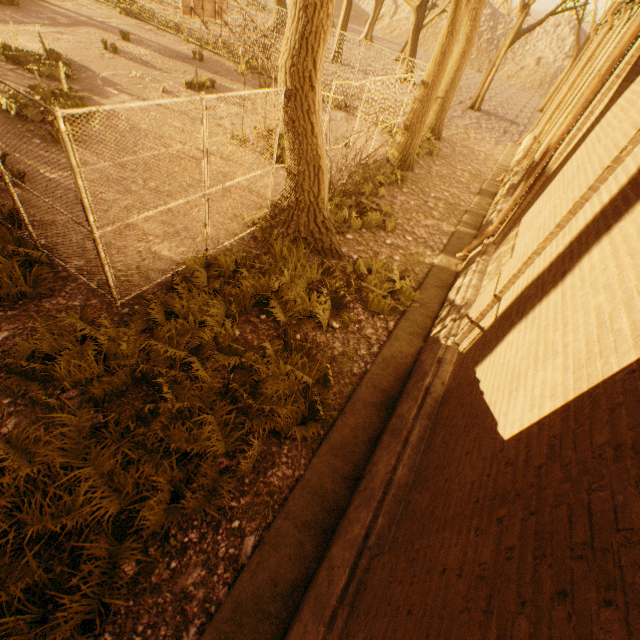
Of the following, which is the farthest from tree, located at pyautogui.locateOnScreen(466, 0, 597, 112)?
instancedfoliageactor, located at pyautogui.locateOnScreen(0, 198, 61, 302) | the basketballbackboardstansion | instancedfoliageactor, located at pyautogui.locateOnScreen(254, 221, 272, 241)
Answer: the basketballbackboardstansion

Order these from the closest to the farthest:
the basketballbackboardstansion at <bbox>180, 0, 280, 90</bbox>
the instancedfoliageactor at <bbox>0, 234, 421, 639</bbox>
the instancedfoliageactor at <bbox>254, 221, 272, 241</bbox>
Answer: the instancedfoliageactor at <bbox>0, 234, 421, 639</bbox> < the instancedfoliageactor at <bbox>254, 221, 272, 241</bbox> < the basketballbackboardstansion at <bbox>180, 0, 280, 90</bbox>

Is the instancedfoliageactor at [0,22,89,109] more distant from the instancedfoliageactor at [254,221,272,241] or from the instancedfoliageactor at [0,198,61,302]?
the instancedfoliageactor at [254,221,272,241]

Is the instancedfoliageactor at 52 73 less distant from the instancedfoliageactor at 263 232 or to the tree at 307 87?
the tree at 307 87

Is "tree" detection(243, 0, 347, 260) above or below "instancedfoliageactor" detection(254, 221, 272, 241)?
above

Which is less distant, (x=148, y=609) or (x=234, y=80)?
(x=148, y=609)

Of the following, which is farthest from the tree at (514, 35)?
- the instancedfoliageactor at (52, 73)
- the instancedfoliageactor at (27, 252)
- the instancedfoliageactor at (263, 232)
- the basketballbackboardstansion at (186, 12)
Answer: the instancedfoliageactor at (52, 73)

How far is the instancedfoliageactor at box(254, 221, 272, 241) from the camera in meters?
7.5 m
